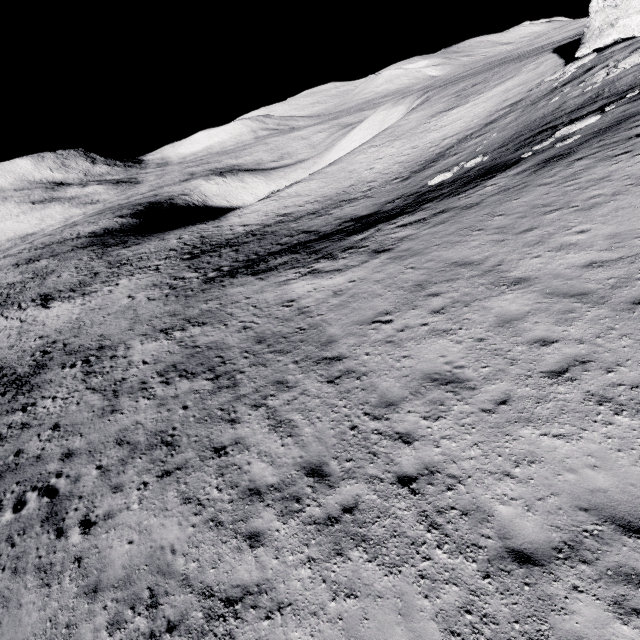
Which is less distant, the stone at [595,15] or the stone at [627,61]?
the stone at [627,61]

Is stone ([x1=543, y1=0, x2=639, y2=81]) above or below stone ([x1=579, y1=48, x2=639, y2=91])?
above

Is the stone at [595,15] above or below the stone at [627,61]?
above

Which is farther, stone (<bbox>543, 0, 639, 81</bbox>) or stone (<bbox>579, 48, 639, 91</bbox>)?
stone (<bbox>543, 0, 639, 81</bbox>)

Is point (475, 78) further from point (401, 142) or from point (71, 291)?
point (71, 291)
